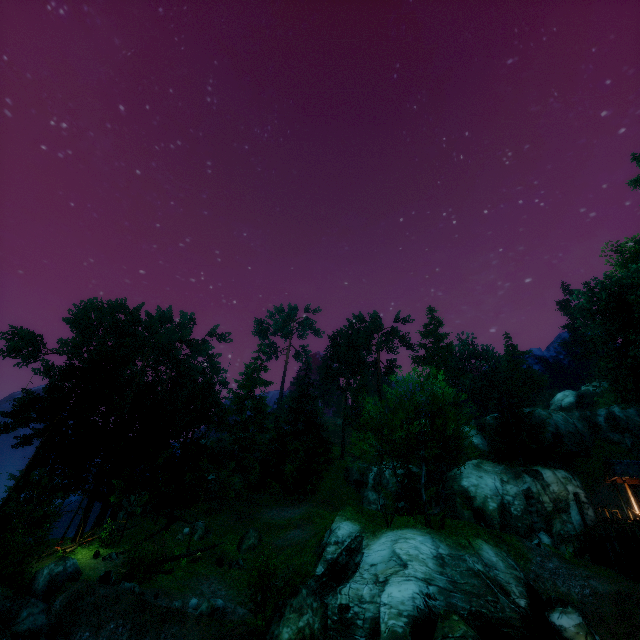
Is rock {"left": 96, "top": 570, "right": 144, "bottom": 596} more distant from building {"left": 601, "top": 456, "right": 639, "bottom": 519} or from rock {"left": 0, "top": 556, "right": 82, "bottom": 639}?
building {"left": 601, "top": 456, "right": 639, "bottom": 519}

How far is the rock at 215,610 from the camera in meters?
15.4 m

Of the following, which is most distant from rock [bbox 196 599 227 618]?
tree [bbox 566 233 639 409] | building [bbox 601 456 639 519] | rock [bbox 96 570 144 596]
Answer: Result: building [bbox 601 456 639 519]

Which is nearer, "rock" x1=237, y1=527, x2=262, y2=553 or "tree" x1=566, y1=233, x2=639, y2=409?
"rock" x1=237, y1=527, x2=262, y2=553

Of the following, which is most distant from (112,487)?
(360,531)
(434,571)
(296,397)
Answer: (434,571)

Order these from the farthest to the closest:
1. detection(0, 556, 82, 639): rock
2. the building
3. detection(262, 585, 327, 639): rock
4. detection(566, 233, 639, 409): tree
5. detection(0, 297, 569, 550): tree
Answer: detection(566, 233, 639, 409): tree
the building
detection(0, 297, 569, 550): tree
detection(0, 556, 82, 639): rock
detection(262, 585, 327, 639): rock

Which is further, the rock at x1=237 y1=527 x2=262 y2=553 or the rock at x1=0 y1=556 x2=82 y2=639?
the rock at x1=237 y1=527 x2=262 y2=553

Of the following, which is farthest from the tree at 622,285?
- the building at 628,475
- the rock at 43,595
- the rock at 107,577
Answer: the rock at 107,577
